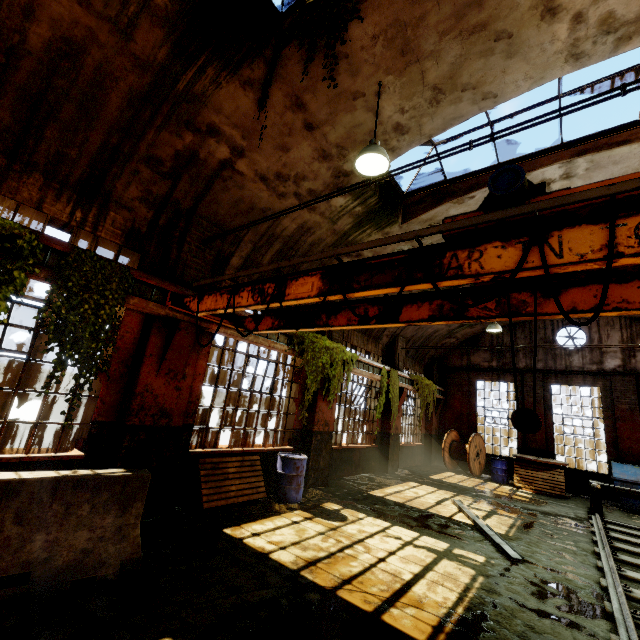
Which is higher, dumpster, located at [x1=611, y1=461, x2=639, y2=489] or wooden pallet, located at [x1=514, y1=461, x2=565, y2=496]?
dumpster, located at [x1=611, y1=461, x2=639, y2=489]

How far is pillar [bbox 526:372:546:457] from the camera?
14.3m

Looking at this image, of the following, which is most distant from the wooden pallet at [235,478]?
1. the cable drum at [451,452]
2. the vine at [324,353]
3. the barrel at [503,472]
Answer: the barrel at [503,472]

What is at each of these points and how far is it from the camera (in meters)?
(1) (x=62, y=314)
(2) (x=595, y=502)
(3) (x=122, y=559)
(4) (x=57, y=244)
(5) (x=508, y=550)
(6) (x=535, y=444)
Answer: (1) vine, 4.29
(2) rail track end, 9.62
(3) concrete barricade, 3.74
(4) crane rail, 4.44
(5) beam, 5.91
(6) pillar, 14.46

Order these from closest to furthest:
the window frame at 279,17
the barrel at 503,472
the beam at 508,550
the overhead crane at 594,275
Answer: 1. the overhead crane at 594,275
2. the window frame at 279,17
3. the beam at 508,550
4. the barrel at 503,472

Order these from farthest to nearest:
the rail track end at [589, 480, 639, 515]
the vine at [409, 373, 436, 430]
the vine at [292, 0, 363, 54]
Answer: the vine at [409, 373, 436, 430], the rail track end at [589, 480, 639, 515], the vine at [292, 0, 363, 54]

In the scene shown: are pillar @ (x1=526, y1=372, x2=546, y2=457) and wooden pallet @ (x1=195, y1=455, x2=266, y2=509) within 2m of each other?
no

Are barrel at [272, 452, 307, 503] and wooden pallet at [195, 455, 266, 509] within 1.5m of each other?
yes
